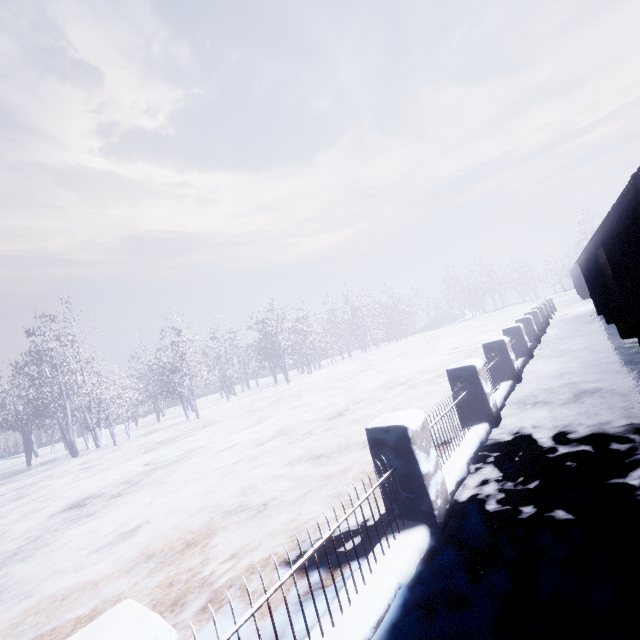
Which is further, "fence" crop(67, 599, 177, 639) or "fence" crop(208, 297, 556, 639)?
"fence" crop(208, 297, 556, 639)

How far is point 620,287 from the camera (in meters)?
5.14

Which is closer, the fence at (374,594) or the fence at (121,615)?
the fence at (121,615)

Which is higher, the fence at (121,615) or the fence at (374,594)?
the fence at (121,615)

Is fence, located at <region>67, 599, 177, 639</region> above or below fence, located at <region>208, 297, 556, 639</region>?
above
